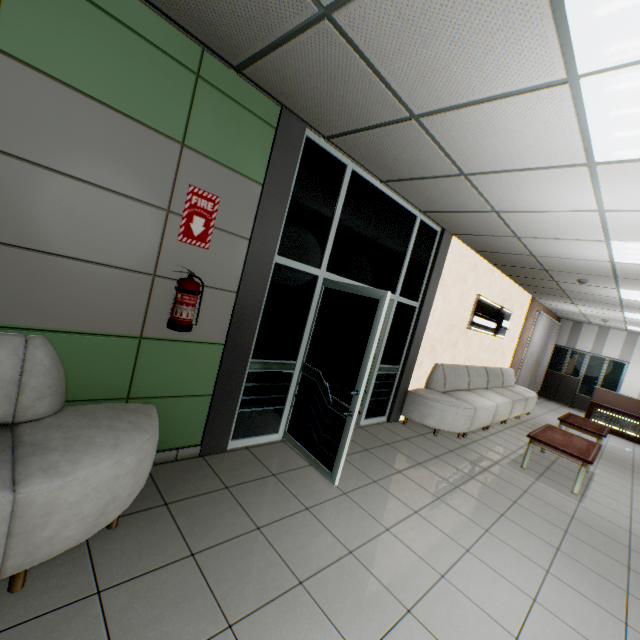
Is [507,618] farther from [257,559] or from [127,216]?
[127,216]

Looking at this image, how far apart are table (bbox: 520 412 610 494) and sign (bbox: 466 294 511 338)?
2.12m

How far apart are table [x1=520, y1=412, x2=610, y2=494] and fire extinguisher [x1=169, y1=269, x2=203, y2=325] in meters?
5.0

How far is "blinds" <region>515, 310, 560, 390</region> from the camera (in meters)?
10.24

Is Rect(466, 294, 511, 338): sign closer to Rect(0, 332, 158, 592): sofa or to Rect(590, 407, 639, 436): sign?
Rect(590, 407, 639, 436): sign

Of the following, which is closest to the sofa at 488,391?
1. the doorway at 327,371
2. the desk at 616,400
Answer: the doorway at 327,371

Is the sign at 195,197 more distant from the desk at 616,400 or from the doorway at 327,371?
the desk at 616,400

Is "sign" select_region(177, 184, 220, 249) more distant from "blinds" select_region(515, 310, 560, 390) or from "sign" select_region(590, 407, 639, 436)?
"sign" select_region(590, 407, 639, 436)
